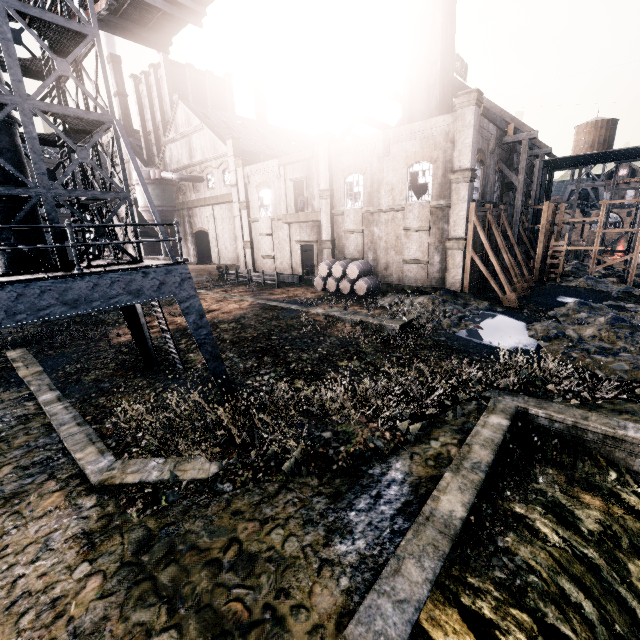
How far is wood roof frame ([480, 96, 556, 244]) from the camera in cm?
2617

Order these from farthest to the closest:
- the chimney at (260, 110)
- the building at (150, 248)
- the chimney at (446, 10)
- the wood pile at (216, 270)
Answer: the chimney at (260, 110)
the building at (150, 248)
the wood pile at (216, 270)
the chimney at (446, 10)

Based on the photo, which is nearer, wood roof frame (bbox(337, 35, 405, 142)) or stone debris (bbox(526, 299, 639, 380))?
stone debris (bbox(526, 299, 639, 380))

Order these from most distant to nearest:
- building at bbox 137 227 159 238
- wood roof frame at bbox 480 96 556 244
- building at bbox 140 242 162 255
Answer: building at bbox 140 242 162 255, building at bbox 137 227 159 238, wood roof frame at bbox 480 96 556 244

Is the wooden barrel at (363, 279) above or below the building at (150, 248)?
below

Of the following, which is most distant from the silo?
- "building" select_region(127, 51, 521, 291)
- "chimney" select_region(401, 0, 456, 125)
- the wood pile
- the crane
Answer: "building" select_region(127, 51, 521, 291)

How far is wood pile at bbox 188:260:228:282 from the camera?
37.8 meters

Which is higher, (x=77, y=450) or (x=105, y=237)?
(x=105, y=237)
